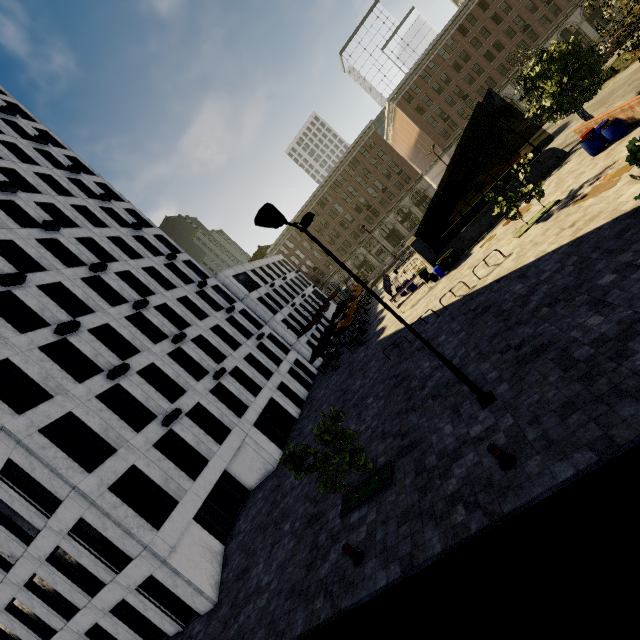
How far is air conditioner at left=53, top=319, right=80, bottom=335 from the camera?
17.47m

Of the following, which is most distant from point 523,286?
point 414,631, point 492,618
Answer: point 414,631

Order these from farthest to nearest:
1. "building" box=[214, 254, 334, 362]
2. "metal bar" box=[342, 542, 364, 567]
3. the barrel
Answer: "building" box=[214, 254, 334, 362] < the barrel < "metal bar" box=[342, 542, 364, 567]

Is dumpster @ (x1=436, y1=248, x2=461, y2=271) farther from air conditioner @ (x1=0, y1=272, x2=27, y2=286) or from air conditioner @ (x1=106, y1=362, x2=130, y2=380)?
air conditioner @ (x1=0, y1=272, x2=27, y2=286)

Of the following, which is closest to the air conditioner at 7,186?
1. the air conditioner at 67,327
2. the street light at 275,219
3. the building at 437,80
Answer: the air conditioner at 67,327

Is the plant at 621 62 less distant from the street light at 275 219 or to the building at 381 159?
the building at 381 159

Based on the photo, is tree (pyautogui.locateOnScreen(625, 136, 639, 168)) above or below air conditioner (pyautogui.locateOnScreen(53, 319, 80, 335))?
below

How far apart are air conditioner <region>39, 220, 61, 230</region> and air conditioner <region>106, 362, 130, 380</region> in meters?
12.5 m
